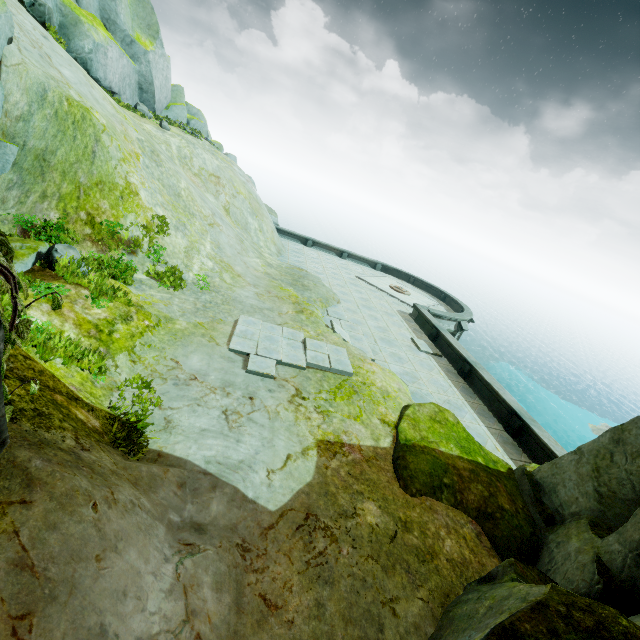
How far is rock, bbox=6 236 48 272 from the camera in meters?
7.6

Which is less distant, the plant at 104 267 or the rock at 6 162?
the plant at 104 267

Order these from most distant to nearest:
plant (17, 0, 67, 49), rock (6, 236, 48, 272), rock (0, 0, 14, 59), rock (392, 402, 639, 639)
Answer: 1. plant (17, 0, 67, 49)
2. rock (0, 0, 14, 59)
3. rock (6, 236, 48, 272)
4. rock (392, 402, 639, 639)

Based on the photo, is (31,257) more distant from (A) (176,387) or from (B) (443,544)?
(B) (443,544)

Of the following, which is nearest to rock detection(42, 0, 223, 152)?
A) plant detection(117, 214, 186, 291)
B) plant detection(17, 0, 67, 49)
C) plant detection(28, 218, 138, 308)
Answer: plant detection(28, 218, 138, 308)

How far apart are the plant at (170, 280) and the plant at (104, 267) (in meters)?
2.61

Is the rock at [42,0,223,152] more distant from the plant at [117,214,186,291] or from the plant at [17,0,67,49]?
the plant at [117,214,186,291]
